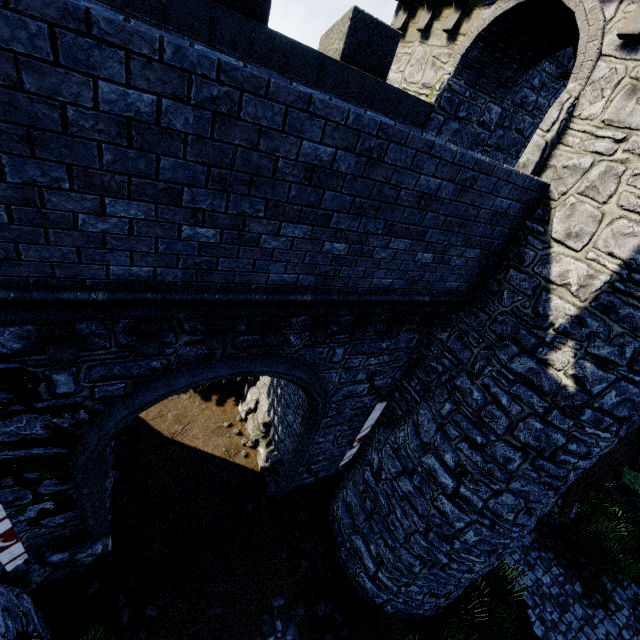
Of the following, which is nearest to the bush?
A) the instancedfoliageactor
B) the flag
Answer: the instancedfoliageactor

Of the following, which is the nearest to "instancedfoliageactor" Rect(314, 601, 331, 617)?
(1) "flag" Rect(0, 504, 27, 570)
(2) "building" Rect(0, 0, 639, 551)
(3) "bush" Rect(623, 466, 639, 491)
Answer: (2) "building" Rect(0, 0, 639, 551)

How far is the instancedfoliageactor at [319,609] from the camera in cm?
860

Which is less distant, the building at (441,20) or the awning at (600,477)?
the building at (441,20)

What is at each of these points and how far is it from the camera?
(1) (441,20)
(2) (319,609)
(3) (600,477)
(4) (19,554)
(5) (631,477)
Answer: (1) building, 7.78m
(2) instancedfoliageactor, 8.63m
(3) awning, 8.43m
(4) flag, 5.32m
(5) bush, 16.75m

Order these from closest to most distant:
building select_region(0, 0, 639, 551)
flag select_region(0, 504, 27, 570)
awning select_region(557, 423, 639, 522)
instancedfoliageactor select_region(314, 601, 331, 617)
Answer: building select_region(0, 0, 639, 551)
flag select_region(0, 504, 27, 570)
awning select_region(557, 423, 639, 522)
instancedfoliageactor select_region(314, 601, 331, 617)

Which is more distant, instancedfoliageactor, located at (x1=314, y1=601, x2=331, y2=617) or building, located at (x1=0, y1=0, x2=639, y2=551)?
instancedfoliageactor, located at (x1=314, y1=601, x2=331, y2=617)

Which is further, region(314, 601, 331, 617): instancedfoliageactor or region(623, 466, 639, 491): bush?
region(623, 466, 639, 491): bush
